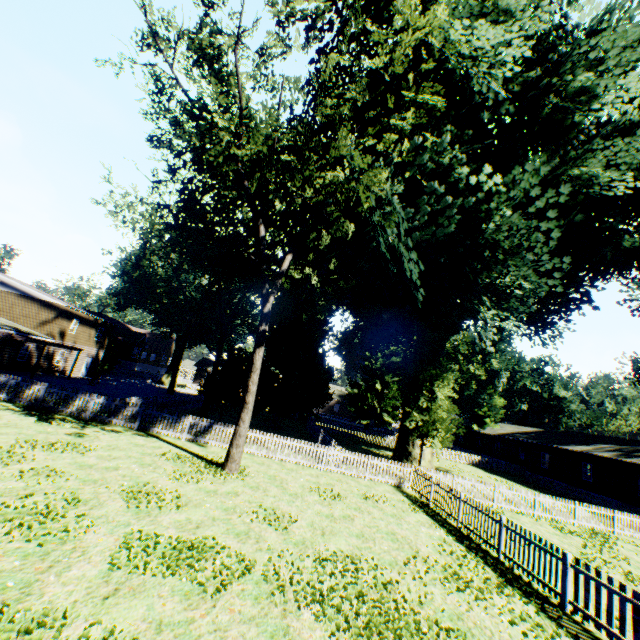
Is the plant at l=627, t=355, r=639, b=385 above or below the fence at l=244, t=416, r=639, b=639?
above

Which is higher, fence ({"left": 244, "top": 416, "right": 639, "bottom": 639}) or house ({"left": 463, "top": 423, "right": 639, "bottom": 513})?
house ({"left": 463, "top": 423, "right": 639, "bottom": 513})

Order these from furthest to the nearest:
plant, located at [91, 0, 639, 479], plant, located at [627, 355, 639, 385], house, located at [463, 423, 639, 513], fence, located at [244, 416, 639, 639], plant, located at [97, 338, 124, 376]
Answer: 1. plant, located at [97, 338, 124, 376]
2. plant, located at [627, 355, 639, 385]
3. house, located at [463, 423, 639, 513]
4. plant, located at [91, 0, 639, 479]
5. fence, located at [244, 416, 639, 639]

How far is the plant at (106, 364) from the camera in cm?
4359

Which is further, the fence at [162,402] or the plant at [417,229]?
the fence at [162,402]

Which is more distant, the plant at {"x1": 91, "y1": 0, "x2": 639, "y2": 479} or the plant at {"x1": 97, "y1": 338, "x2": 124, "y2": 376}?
the plant at {"x1": 97, "y1": 338, "x2": 124, "y2": 376}

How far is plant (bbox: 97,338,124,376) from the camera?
43.6 meters

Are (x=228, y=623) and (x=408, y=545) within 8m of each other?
yes
